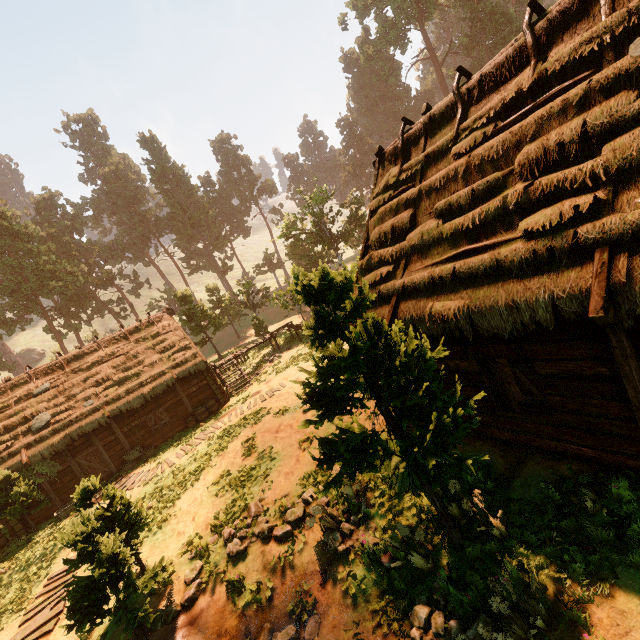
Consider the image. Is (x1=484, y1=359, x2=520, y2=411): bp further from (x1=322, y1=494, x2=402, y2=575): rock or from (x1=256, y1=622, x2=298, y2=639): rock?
(x1=256, y1=622, x2=298, y2=639): rock

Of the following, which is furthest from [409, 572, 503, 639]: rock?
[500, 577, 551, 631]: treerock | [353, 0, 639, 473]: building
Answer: [353, 0, 639, 473]: building

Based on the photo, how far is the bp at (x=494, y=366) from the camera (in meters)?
6.41

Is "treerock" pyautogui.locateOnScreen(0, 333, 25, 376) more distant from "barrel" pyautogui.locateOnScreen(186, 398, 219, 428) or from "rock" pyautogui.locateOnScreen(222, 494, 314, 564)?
"barrel" pyautogui.locateOnScreen(186, 398, 219, 428)

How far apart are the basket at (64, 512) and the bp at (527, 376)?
20.9m

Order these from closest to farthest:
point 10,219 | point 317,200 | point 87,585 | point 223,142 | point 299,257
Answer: point 87,585, point 317,200, point 10,219, point 299,257, point 223,142

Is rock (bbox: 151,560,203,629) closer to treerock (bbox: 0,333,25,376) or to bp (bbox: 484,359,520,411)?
treerock (bbox: 0,333,25,376)

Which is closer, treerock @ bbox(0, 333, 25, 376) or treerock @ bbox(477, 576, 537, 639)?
treerock @ bbox(477, 576, 537, 639)
